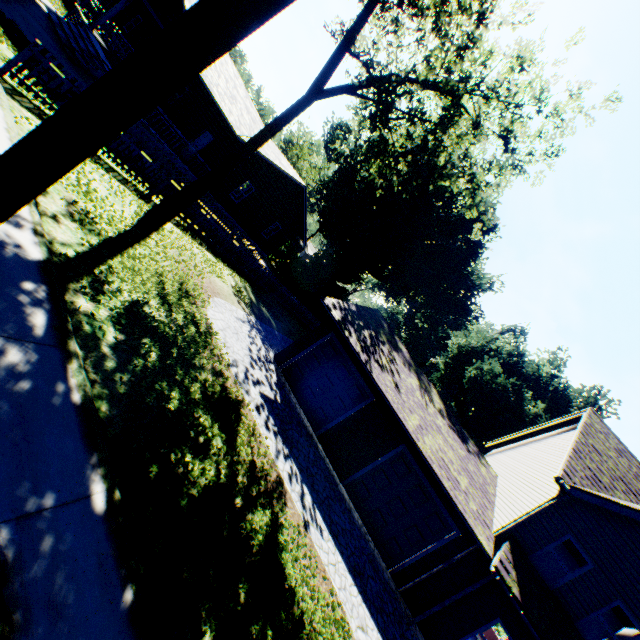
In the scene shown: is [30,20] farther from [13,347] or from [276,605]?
[276,605]

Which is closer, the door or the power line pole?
the power line pole

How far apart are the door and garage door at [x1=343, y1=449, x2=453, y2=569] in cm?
1994

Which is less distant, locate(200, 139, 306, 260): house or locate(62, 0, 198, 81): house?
locate(62, 0, 198, 81): house

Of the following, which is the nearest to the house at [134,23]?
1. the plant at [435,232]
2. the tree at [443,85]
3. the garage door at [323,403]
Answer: the plant at [435,232]

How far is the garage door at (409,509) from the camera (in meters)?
11.79

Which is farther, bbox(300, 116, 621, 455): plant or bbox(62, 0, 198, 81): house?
bbox(300, 116, 621, 455): plant

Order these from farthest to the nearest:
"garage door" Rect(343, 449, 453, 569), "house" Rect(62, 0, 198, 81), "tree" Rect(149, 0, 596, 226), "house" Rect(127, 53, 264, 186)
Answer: "house" Rect(127, 53, 264, 186), "house" Rect(62, 0, 198, 81), "garage door" Rect(343, 449, 453, 569), "tree" Rect(149, 0, 596, 226)
